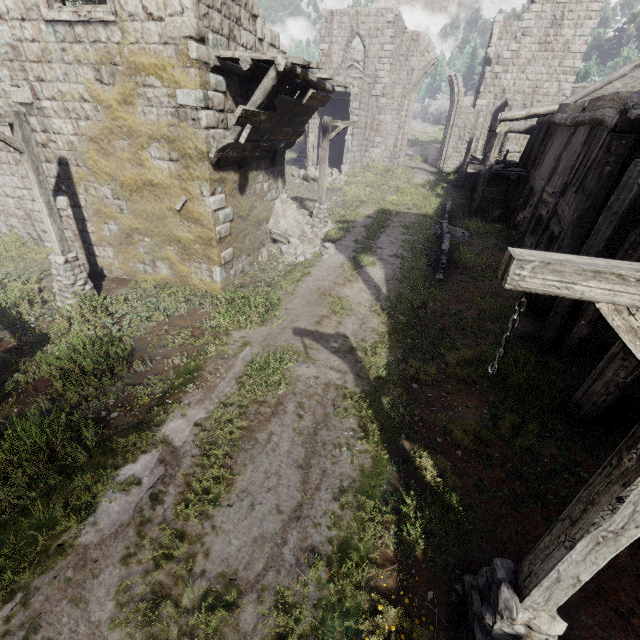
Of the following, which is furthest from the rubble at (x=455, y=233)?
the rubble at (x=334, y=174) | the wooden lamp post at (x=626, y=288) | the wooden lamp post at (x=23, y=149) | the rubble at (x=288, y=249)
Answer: the wooden lamp post at (x=23, y=149)

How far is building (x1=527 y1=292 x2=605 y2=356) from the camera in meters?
8.0

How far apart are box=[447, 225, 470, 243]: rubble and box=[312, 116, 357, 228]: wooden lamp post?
4.89m

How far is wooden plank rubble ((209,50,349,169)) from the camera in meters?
7.8 m

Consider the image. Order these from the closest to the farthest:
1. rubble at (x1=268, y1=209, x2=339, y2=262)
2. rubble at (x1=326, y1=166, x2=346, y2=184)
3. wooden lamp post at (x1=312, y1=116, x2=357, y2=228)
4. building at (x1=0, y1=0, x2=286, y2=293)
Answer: building at (x1=0, y1=0, x2=286, y2=293)
rubble at (x1=268, y1=209, x2=339, y2=262)
wooden lamp post at (x1=312, y1=116, x2=357, y2=228)
rubble at (x1=326, y1=166, x2=346, y2=184)

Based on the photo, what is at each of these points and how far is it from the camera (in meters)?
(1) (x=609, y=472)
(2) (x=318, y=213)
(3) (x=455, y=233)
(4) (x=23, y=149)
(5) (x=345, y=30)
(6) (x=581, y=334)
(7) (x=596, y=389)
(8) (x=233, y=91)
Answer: (1) wooden lamp post, 2.44
(2) wooden lamp post, 15.52
(3) rubble, 15.70
(4) wooden lamp post, 7.95
(5) building, 25.34
(6) building, 8.23
(7) building, 6.49
(8) building, 9.18

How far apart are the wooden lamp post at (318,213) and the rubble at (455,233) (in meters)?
4.89
